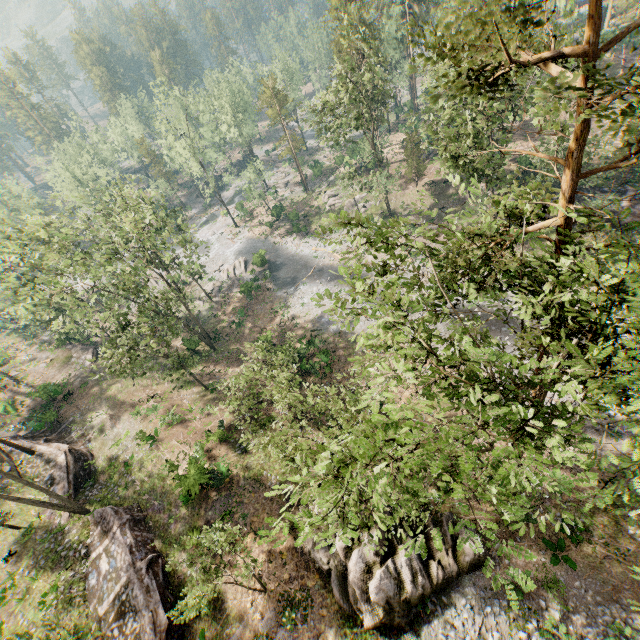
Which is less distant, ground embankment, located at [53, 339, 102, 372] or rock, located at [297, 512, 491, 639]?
rock, located at [297, 512, 491, 639]

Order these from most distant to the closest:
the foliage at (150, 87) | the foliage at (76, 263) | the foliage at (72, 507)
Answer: the foliage at (150, 87), the foliage at (76, 263), the foliage at (72, 507)

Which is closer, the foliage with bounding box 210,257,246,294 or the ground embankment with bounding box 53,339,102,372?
the ground embankment with bounding box 53,339,102,372

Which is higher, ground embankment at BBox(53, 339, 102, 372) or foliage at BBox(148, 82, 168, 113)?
foliage at BBox(148, 82, 168, 113)

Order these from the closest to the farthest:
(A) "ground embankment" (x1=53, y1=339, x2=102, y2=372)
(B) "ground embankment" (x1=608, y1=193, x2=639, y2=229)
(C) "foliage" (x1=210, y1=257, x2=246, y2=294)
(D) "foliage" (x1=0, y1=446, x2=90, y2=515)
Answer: (D) "foliage" (x1=0, y1=446, x2=90, y2=515), (B) "ground embankment" (x1=608, y1=193, x2=639, y2=229), (A) "ground embankment" (x1=53, y1=339, x2=102, y2=372), (C) "foliage" (x1=210, y1=257, x2=246, y2=294)

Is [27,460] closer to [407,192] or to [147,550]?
[147,550]

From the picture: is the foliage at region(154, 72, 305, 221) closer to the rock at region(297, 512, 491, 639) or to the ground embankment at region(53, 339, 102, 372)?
the ground embankment at region(53, 339, 102, 372)

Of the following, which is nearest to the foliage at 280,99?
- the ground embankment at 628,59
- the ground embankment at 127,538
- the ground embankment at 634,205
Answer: the ground embankment at 634,205
